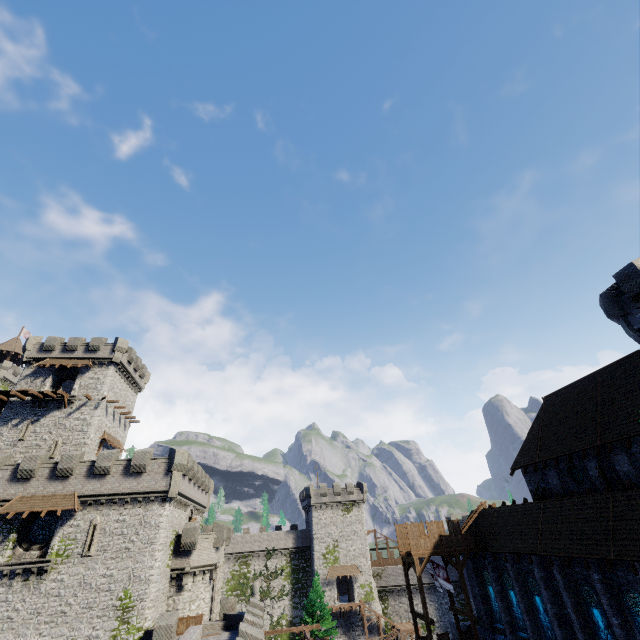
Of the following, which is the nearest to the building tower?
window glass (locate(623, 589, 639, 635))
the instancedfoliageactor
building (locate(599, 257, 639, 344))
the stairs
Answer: the instancedfoliageactor

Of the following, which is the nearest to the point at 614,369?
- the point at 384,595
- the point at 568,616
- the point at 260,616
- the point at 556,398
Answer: the point at 556,398

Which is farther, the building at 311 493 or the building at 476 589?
the building at 311 493

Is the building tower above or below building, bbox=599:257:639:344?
below

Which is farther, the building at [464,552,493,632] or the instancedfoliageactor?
the instancedfoliageactor

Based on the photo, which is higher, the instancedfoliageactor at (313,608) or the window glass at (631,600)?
the window glass at (631,600)

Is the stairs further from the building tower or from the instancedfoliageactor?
the building tower

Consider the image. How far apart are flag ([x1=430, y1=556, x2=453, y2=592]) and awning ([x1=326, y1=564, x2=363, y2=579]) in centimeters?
3205cm
